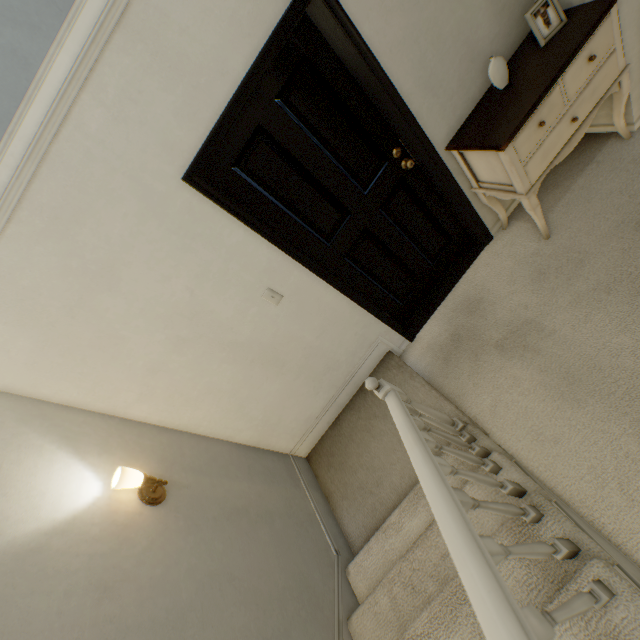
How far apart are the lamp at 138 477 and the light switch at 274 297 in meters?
1.1 m

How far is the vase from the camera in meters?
1.9

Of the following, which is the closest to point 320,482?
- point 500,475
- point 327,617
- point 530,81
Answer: point 327,617

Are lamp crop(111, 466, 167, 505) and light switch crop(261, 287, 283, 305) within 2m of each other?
yes

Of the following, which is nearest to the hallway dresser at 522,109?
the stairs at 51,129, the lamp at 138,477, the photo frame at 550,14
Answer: the photo frame at 550,14

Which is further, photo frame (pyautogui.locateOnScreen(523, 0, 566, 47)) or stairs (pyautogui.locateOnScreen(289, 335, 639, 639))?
photo frame (pyautogui.locateOnScreen(523, 0, 566, 47))

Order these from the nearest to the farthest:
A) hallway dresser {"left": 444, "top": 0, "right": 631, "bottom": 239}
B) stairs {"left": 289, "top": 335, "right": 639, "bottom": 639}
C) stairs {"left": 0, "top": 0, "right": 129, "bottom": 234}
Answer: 1. stairs {"left": 289, "top": 335, "right": 639, "bottom": 639}
2. stairs {"left": 0, "top": 0, "right": 129, "bottom": 234}
3. hallway dresser {"left": 444, "top": 0, "right": 631, "bottom": 239}

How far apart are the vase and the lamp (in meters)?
2.98
